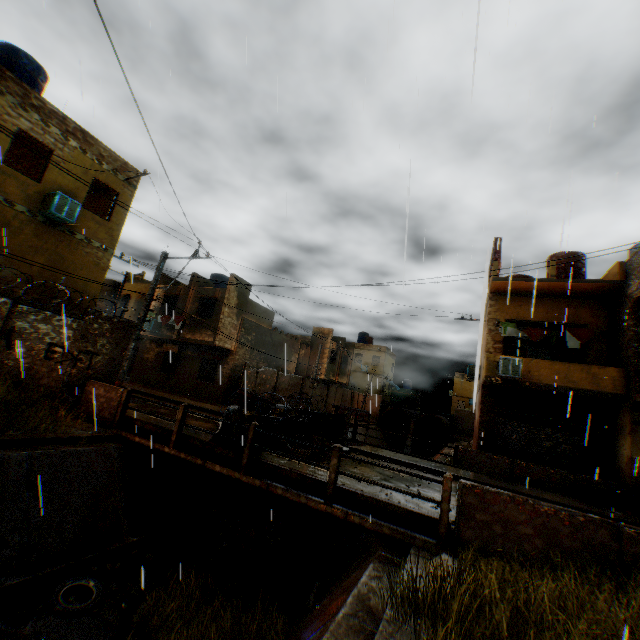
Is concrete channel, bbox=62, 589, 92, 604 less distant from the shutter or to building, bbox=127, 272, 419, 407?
building, bbox=127, 272, 419, 407

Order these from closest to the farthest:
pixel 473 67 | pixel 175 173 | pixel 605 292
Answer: pixel 473 67 → pixel 175 173 → pixel 605 292

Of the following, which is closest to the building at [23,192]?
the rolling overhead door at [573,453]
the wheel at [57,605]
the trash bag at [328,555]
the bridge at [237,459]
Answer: the rolling overhead door at [573,453]

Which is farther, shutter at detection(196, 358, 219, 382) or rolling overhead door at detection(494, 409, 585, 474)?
shutter at detection(196, 358, 219, 382)

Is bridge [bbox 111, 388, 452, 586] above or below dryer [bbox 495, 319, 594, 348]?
→ below

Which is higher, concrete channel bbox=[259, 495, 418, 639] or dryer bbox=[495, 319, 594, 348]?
dryer bbox=[495, 319, 594, 348]

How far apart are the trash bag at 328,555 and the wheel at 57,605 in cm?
518
